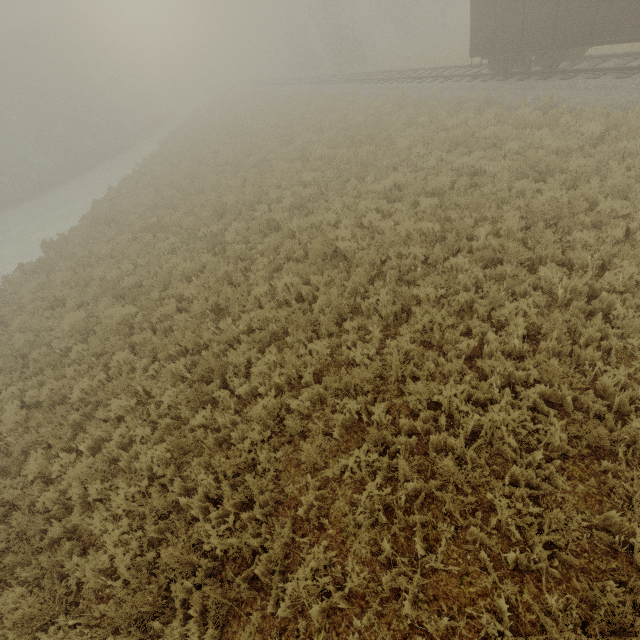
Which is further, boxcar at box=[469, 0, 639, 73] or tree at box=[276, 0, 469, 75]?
tree at box=[276, 0, 469, 75]

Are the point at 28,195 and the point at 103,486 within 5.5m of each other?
no

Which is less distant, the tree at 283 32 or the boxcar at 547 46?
the boxcar at 547 46
